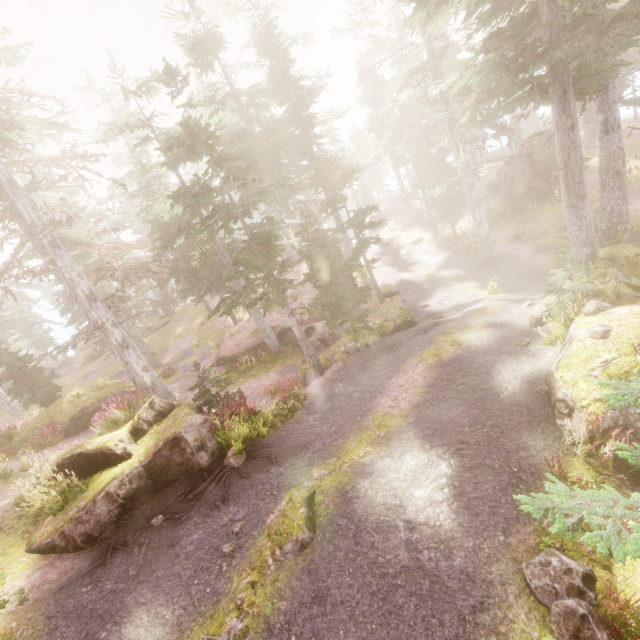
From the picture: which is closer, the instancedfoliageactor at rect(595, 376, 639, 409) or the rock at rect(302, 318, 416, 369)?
the instancedfoliageactor at rect(595, 376, 639, 409)

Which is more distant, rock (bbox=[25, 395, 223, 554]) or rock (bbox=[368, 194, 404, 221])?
rock (bbox=[368, 194, 404, 221])

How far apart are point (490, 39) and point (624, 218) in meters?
10.3 m

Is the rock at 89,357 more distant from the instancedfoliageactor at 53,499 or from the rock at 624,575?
the rock at 624,575

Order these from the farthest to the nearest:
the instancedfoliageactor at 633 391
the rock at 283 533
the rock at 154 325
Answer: the rock at 154 325, the rock at 283 533, the instancedfoliageactor at 633 391

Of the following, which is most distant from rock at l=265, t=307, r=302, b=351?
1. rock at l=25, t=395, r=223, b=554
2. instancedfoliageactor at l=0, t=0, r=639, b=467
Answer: rock at l=25, t=395, r=223, b=554

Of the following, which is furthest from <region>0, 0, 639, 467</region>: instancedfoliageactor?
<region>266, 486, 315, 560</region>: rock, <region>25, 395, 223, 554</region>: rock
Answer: <region>266, 486, 315, 560</region>: rock

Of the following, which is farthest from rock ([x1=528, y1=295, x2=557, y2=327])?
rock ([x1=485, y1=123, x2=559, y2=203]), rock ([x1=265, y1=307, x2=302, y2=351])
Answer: rock ([x1=265, y1=307, x2=302, y2=351])
